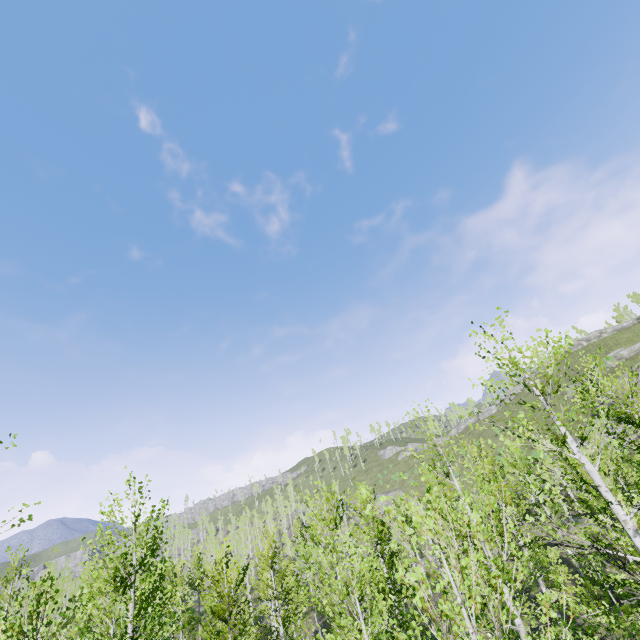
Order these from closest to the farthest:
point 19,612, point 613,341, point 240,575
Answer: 1. point 19,612
2. point 240,575
3. point 613,341
